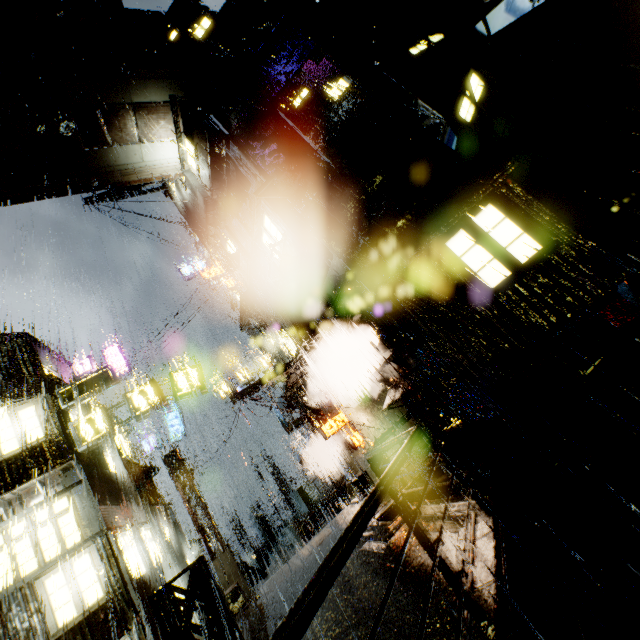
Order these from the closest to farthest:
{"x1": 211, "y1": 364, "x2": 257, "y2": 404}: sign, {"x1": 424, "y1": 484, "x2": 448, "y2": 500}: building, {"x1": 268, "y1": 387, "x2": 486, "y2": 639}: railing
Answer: {"x1": 268, "y1": 387, "x2": 486, "y2": 639}: railing → {"x1": 424, "y1": 484, "x2": 448, "y2": 500}: building → {"x1": 211, "y1": 364, "x2": 257, "y2": 404}: sign

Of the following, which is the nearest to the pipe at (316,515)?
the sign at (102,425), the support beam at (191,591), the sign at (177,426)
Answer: the sign at (177,426)

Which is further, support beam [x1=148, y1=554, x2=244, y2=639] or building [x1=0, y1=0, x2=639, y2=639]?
building [x1=0, y1=0, x2=639, y2=639]

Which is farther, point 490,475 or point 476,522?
point 490,475

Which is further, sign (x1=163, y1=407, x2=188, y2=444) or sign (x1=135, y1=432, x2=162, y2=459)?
sign (x1=163, y1=407, x2=188, y2=444)

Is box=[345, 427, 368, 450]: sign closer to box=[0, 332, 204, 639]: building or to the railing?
box=[0, 332, 204, 639]: building

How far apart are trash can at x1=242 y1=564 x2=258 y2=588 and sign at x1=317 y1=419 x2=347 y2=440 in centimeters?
1164cm

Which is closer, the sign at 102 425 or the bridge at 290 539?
the sign at 102 425
